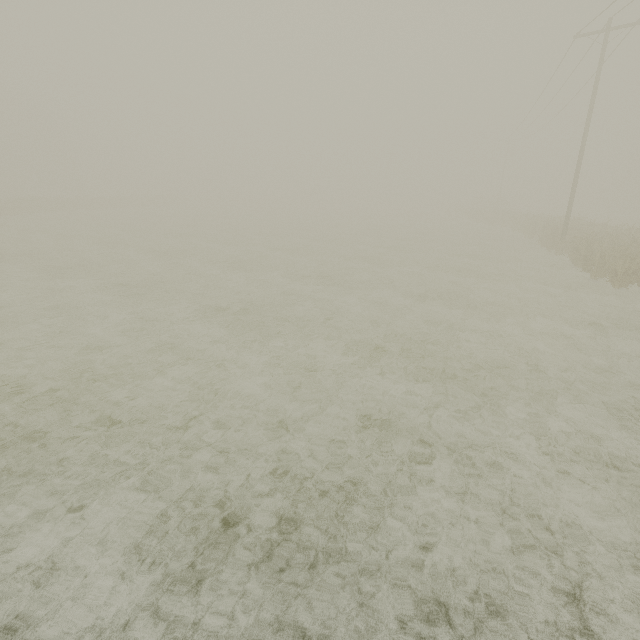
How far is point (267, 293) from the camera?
13.1m

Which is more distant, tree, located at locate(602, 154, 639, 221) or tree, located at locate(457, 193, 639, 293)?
tree, located at locate(602, 154, 639, 221)

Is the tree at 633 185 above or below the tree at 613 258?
above

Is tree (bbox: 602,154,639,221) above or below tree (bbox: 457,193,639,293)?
above

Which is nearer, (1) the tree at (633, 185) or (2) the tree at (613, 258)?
(2) the tree at (613, 258)
